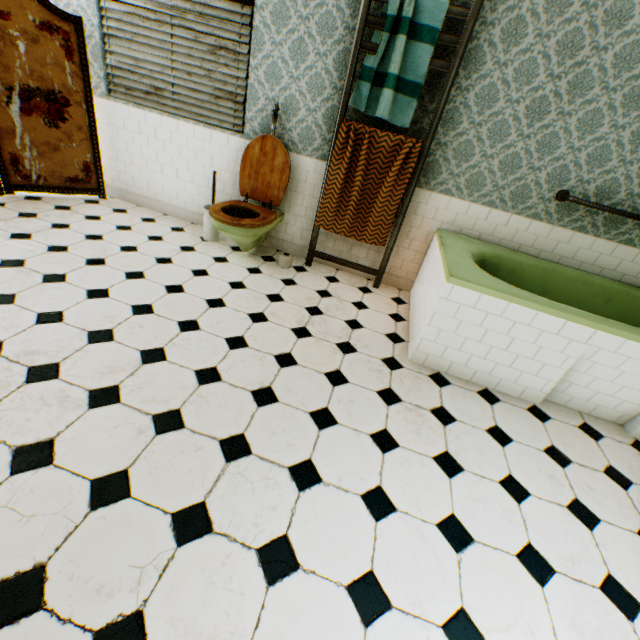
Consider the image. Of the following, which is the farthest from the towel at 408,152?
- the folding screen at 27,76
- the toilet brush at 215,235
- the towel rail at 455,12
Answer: the folding screen at 27,76

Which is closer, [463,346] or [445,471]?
[445,471]

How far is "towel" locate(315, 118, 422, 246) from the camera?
3.14m

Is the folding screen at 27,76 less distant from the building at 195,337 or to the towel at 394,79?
the building at 195,337

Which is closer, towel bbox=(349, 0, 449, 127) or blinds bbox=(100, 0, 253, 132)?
towel bbox=(349, 0, 449, 127)

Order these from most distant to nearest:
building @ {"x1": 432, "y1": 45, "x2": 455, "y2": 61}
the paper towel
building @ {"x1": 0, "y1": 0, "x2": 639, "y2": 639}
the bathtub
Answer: the paper towel < building @ {"x1": 432, "y1": 45, "x2": 455, "y2": 61} < the bathtub < building @ {"x1": 0, "y1": 0, "x2": 639, "y2": 639}

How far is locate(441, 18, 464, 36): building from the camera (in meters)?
2.77
